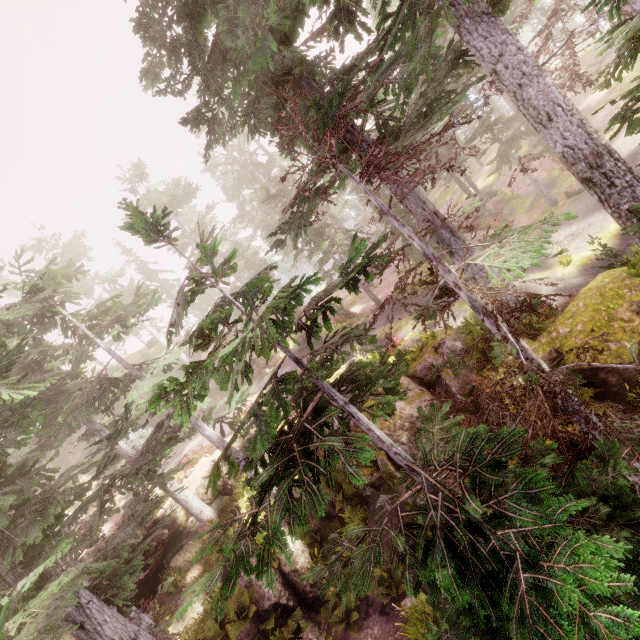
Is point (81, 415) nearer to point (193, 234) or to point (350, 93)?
point (350, 93)

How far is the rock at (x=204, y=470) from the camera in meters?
20.2

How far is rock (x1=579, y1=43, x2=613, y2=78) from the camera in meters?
27.2 m

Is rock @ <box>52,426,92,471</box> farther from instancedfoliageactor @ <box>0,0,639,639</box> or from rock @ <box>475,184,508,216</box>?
rock @ <box>475,184,508,216</box>

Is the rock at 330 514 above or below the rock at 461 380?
below

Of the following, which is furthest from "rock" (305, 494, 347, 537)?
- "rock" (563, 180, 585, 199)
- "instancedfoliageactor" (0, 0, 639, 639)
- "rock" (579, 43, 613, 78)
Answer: "rock" (579, 43, 613, 78)

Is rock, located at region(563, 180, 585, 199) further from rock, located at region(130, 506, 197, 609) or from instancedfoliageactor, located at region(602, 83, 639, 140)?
rock, located at region(130, 506, 197, 609)
